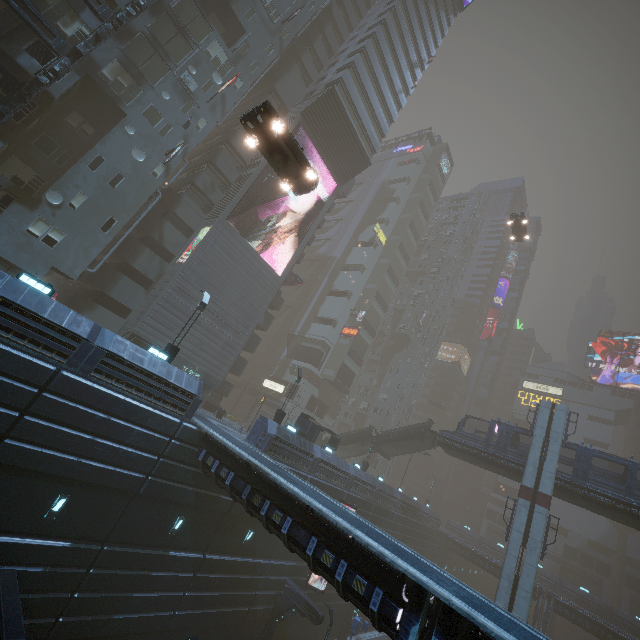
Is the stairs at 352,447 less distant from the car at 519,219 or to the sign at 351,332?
the sign at 351,332

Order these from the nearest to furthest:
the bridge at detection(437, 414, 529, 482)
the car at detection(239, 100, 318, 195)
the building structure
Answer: the car at detection(239, 100, 318, 195), the building structure, the bridge at detection(437, 414, 529, 482)

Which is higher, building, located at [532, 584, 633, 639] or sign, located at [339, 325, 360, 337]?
sign, located at [339, 325, 360, 337]

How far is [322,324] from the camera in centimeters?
5578cm

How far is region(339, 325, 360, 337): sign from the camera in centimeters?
5433cm

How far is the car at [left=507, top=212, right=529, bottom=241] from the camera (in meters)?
39.25

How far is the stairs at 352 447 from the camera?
36.4 meters

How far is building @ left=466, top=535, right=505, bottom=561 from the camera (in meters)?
56.53
